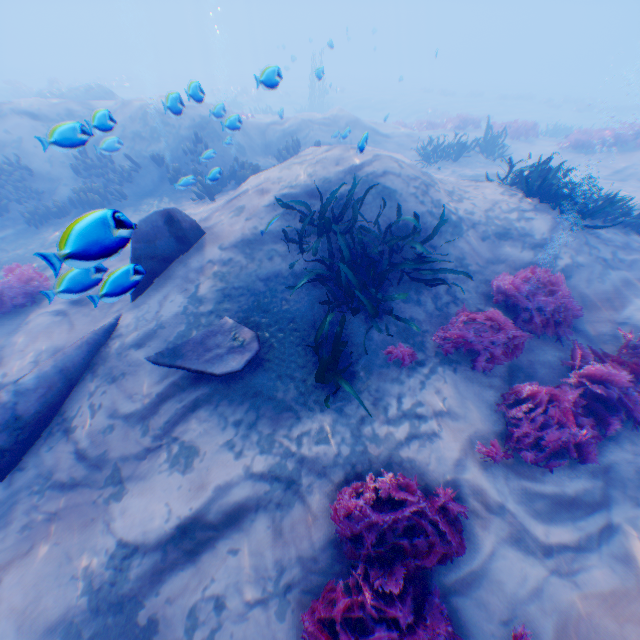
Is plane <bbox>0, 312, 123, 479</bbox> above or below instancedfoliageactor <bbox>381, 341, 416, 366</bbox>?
below

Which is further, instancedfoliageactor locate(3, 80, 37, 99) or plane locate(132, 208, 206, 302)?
instancedfoliageactor locate(3, 80, 37, 99)

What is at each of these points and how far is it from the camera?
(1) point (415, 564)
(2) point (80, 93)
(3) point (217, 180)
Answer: (1) instancedfoliageactor, 3.11m
(2) rock, 19.19m
(3) instancedfoliageactor, 7.31m

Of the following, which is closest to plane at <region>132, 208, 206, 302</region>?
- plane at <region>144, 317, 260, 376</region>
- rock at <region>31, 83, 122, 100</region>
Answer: plane at <region>144, 317, 260, 376</region>

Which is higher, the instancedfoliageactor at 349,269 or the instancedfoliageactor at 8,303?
the instancedfoliageactor at 349,269

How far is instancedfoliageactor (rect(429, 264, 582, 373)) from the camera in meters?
4.7

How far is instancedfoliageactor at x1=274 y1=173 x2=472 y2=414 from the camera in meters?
4.4 m

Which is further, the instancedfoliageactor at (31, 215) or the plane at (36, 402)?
the instancedfoliageactor at (31, 215)
